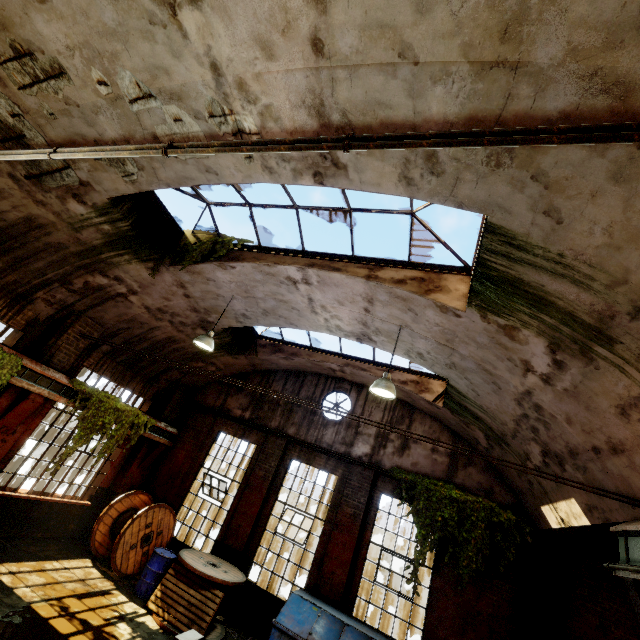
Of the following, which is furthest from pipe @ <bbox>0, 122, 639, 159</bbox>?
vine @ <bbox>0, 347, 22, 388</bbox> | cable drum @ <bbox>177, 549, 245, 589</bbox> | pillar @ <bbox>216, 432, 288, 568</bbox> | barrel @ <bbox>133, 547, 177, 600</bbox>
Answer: pillar @ <bbox>216, 432, 288, 568</bbox>

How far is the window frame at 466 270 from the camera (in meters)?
5.85

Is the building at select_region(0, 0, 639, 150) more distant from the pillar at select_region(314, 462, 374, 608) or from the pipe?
the pillar at select_region(314, 462, 374, 608)

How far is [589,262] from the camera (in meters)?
3.44

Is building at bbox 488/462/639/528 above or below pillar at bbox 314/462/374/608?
above

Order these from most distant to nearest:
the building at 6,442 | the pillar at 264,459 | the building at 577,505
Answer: the pillar at 264,459
the building at 6,442
the building at 577,505

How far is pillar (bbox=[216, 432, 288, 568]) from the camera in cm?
973

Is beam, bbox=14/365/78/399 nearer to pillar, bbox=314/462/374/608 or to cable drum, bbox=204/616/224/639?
cable drum, bbox=204/616/224/639
